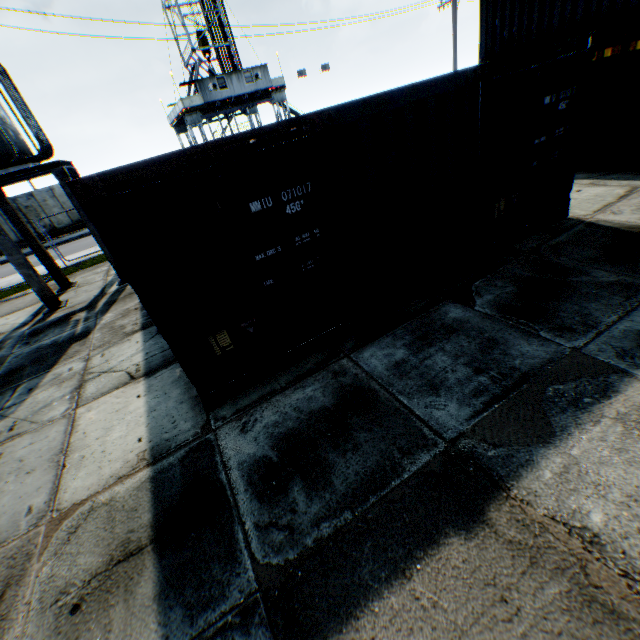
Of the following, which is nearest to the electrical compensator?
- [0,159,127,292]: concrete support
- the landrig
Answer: [0,159,127,292]: concrete support

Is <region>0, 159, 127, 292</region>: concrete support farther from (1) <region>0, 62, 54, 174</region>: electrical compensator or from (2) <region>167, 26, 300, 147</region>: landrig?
(2) <region>167, 26, 300, 147</region>: landrig

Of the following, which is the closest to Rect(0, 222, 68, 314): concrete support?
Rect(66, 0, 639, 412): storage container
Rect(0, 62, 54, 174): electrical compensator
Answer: Rect(0, 62, 54, 174): electrical compensator

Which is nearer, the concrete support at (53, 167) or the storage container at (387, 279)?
the storage container at (387, 279)

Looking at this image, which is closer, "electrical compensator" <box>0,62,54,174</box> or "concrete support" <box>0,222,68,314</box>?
"electrical compensator" <box>0,62,54,174</box>

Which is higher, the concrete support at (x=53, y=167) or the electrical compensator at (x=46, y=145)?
the electrical compensator at (x=46, y=145)

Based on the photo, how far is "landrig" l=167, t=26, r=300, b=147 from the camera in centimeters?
2891cm

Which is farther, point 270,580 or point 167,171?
point 167,171
